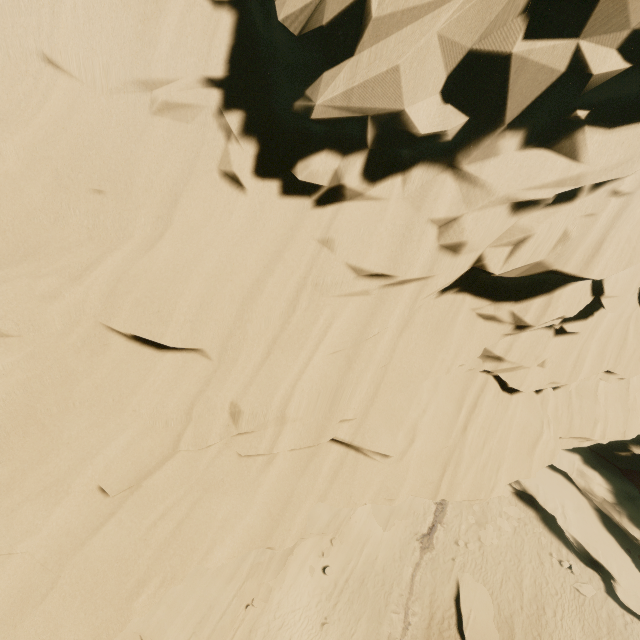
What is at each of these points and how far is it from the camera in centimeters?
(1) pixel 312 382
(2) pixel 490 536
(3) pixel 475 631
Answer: (1) rock, 655cm
(2) rock, 2136cm
(3) rock, 1783cm

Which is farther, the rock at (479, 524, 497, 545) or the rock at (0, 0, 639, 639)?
the rock at (479, 524, 497, 545)

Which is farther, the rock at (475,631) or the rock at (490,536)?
the rock at (490,536)

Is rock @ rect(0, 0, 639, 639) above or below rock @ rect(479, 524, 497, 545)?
above

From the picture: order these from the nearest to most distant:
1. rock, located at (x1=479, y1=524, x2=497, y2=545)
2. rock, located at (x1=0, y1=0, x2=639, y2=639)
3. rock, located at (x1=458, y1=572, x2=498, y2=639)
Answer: rock, located at (x1=0, y1=0, x2=639, y2=639) < rock, located at (x1=458, y1=572, x2=498, y2=639) < rock, located at (x1=479, y1=524, x2=497, y2=545)

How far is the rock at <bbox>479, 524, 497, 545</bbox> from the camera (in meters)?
21.12
